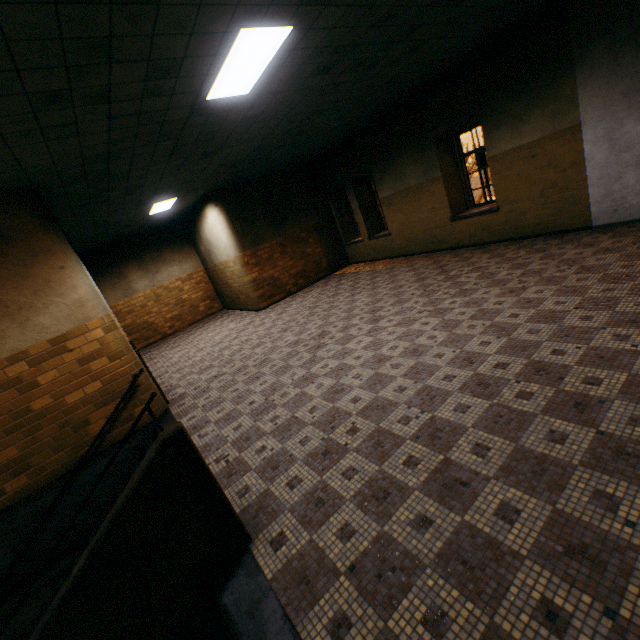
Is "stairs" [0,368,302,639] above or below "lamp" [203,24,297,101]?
below

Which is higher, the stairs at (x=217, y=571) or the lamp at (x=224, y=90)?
the lamp at (x=224, y=90)

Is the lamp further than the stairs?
Yes

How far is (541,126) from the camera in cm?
627

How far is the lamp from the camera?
3.13m

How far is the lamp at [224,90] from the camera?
3.13m
